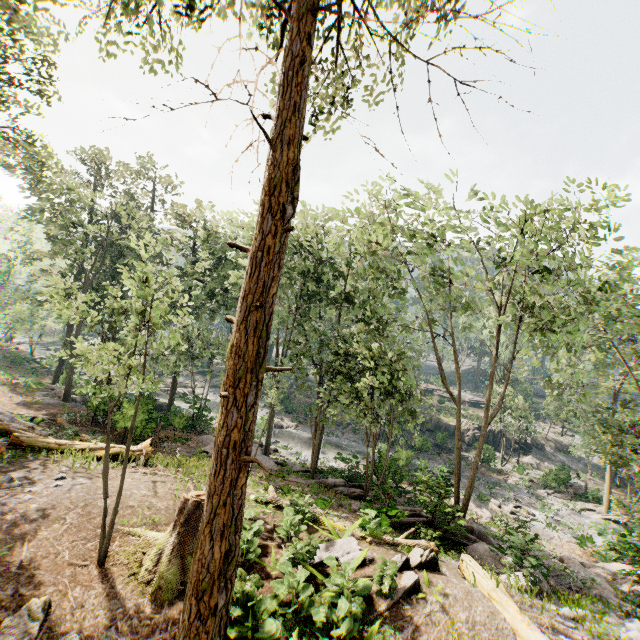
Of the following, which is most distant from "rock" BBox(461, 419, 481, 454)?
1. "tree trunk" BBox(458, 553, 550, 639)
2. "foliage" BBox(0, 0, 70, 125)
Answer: "tree trunk" BBox(458, 553, 550, 639)

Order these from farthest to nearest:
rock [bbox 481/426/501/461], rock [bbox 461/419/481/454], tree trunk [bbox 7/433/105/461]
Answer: rock [bbox 461/419/481/454]
rock [bbox 481/426/501/461]
tree trunk [bbox 7/433/105/461]

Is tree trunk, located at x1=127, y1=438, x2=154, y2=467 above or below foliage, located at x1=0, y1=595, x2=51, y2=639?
below

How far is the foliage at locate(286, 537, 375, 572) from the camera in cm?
757

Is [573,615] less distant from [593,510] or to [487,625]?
[487,625]

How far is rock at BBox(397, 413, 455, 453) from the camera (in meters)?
36.72

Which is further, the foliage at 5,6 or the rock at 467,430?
the rock at 467,430

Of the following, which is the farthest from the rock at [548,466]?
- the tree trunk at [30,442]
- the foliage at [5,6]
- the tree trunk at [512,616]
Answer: the tree trunk at [30,442]
